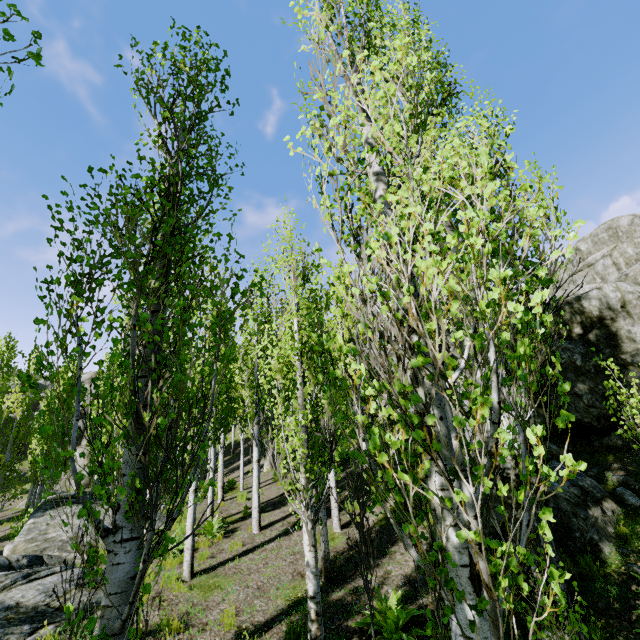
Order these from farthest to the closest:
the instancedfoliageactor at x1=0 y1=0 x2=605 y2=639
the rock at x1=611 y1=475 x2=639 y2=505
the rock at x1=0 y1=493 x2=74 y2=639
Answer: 1. the rock at x1=611 y1=475 x2=639 y2=505
2. the rock at x1=0 y1=493 x2=74 y2=639
3. the instancedfoliageactor at x1=0 y1=0 x2=605 y2=639

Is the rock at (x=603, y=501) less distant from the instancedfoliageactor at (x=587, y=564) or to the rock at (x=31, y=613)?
the instancedfoliageactor at (x=587, y=564)

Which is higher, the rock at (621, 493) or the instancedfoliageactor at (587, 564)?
the rock at (621, 493)

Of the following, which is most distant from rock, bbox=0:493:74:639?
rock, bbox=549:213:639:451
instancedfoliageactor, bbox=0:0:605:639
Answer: rock, bbox=549:213:639:451

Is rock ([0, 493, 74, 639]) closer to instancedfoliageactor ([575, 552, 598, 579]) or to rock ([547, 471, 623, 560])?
instancedfoliageactor ([575, 552, 598, 579])

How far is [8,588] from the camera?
6.7 meters
